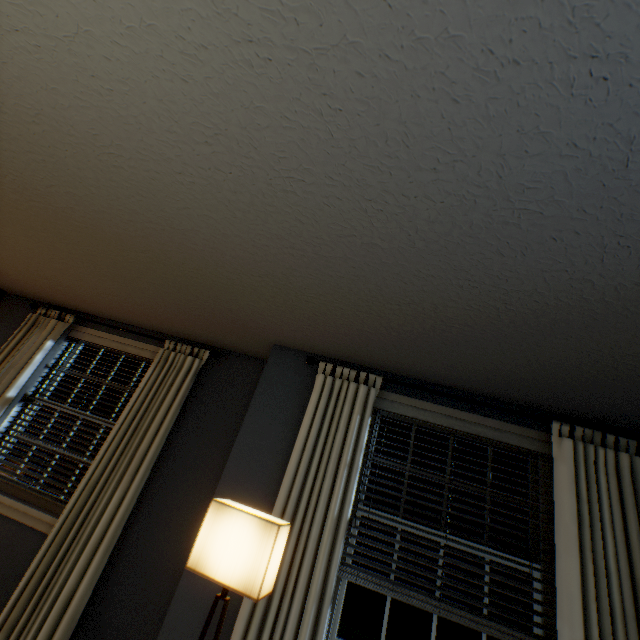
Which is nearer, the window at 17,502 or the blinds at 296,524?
the blinds at 296,524

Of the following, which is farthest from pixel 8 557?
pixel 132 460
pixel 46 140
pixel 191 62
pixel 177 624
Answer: pixel 191 62

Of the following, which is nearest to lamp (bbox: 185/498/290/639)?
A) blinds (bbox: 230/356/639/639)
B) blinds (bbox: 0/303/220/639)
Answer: blinds (bbox: 230/356/639/639)

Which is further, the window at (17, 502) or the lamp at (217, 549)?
the window at (17, 502)

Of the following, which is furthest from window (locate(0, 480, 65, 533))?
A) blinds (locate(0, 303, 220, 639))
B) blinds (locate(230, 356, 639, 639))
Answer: blinds (locate(230, 356, 639, 639))

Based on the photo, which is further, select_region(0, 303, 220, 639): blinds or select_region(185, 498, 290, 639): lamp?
select_region(0, 303, 220, 639): blinds

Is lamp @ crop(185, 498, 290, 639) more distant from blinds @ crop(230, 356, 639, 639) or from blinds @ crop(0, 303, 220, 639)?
blinds @ crop(0, 303, 220, 639)
